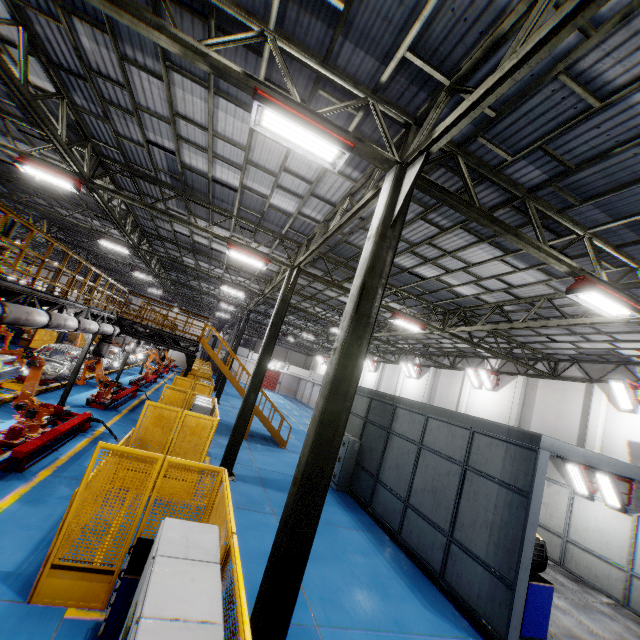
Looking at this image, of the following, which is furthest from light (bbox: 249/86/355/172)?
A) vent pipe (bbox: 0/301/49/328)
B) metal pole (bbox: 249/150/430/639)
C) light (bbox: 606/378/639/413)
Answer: light (bbox: 606/378/639/413)

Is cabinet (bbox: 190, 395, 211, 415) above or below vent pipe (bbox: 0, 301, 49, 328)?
below

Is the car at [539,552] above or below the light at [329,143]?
below

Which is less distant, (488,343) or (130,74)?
(130,74)

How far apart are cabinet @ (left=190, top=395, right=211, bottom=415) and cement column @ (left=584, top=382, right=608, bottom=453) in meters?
16.3

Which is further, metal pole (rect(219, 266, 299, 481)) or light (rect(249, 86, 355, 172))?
metal pole (rect(219, 266, 299, 481))

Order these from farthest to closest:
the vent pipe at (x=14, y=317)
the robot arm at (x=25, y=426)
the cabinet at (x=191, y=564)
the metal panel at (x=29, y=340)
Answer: the metal panel at (x=29, y=340) < the robot arm at (x=25, y=426) < the vent pipe at (x=14, y=317) < the cabinet at (x=191, y=564)

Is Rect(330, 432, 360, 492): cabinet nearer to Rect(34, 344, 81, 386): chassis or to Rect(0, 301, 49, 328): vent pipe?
Rect(0, 301, 49, 328): vent pipe
